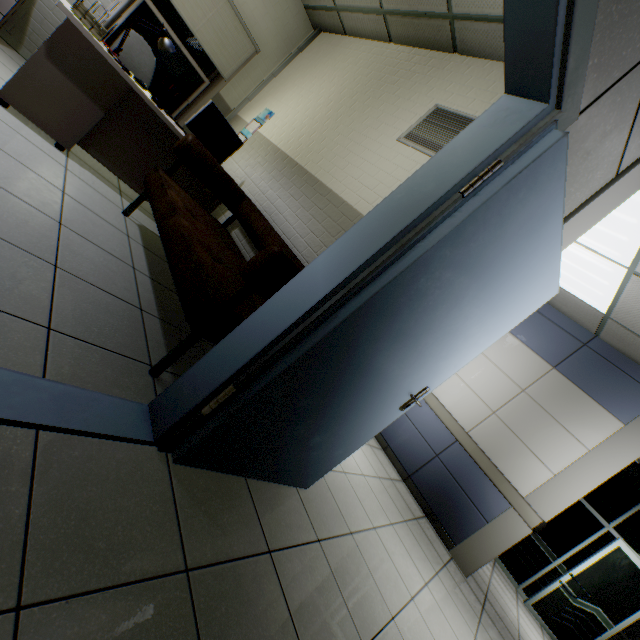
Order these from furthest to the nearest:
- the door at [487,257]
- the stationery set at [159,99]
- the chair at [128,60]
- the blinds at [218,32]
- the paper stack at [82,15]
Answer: the blinds at [218,32]
the chair at [128,60]
the stationery set at [159,99]
the paper stack at [82,15]
the door at [487,257]

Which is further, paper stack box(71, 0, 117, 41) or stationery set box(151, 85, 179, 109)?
stationery set box(151, 85, 179, 109)

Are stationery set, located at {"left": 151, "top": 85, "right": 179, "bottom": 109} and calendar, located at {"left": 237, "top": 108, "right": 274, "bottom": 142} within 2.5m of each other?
yes

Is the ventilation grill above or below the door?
above

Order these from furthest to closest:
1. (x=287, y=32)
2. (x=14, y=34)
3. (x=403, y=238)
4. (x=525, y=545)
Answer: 1. (x=525, y=545)
2. (x=287, y=32)
3. (x=14, y=34)
4. (x=403, y=238)

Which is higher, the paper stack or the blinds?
the blinds

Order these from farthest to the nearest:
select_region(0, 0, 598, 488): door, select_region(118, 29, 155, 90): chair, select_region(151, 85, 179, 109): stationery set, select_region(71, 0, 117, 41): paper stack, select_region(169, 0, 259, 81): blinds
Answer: select_region(169, 0, 259, 81): blinds → select_region(118, 29, 155, 90): chair → select_region(151, 85, 179, 109): stationery set → select_region(71, 0, 117, 41): paper stack → select_region(0, 0, 598, 488): door

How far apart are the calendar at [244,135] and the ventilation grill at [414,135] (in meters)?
2.21
